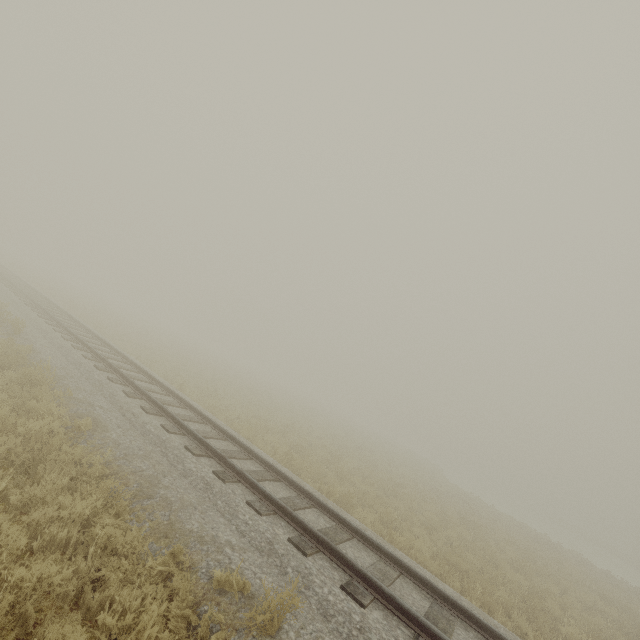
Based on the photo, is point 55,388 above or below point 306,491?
below
